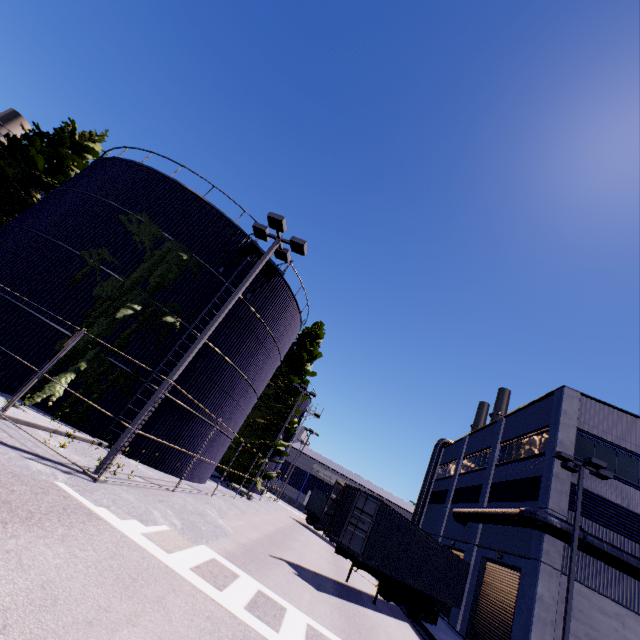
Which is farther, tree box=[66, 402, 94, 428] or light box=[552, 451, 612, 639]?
light box=[552, 451, 612, 639]

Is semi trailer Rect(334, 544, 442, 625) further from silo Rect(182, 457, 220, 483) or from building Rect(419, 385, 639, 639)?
building Rect(419, 385, 639, 639)

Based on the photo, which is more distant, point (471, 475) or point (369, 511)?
point (471, 475)

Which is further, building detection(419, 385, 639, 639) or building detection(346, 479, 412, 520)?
building detection(346, 479, 412, 520)

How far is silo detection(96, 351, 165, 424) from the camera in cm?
1359

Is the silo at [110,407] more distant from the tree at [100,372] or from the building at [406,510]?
the building at [406,510]

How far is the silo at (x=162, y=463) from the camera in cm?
1420

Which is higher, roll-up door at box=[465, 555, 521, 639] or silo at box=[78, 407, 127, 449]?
Answer: roll-up door at box=[465, 555, 521, 639]
